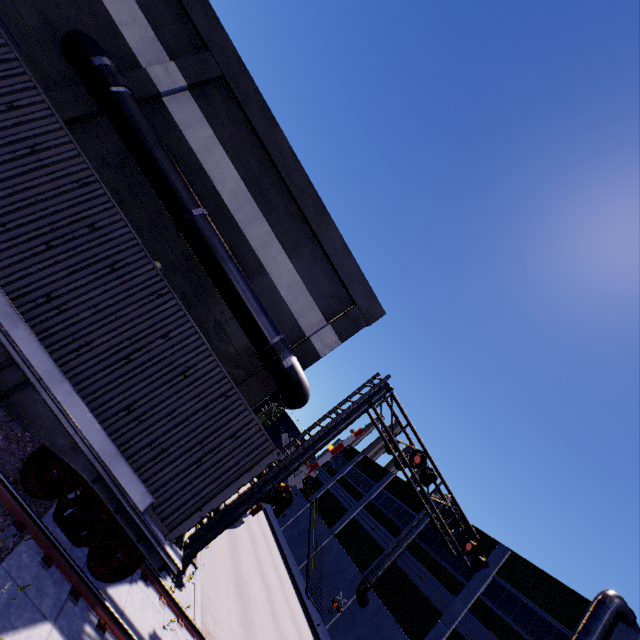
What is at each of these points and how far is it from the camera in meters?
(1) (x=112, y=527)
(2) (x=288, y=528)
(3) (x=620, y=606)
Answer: (1) bogie, 5.9 m
(2) building, 42.0 m
(3) vent duct, 18.7 m

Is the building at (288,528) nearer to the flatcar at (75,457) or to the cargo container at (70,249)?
the cargo container at (70,249)

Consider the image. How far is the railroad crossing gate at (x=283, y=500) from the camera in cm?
1188

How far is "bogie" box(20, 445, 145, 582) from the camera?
5.7m

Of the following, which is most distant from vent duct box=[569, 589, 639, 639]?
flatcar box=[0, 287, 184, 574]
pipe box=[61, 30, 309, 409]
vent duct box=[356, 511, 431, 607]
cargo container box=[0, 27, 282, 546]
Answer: flatcar box=[0, 287, 184, 574]

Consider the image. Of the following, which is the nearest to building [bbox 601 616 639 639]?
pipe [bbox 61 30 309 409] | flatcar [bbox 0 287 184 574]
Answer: pipe [bbox 61 30 309 409]

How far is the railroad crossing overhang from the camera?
9.6m

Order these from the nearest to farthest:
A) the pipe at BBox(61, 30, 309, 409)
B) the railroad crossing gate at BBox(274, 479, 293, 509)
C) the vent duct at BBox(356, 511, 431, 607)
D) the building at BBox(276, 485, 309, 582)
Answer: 1. the pipe at BBox(61, 30, 309, 409)
2. the railroad crossing gate at BBox(274, 479, 293, 509)
3. the vent duct at BBox(356, 511, 431, 607)
4. the building at BBox(276, 485, 309, 582)
